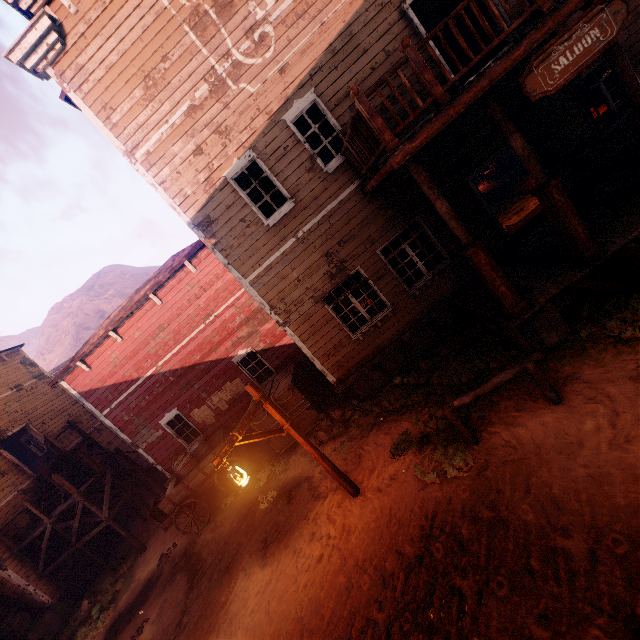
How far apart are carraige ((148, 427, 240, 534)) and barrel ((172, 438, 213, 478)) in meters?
0.0

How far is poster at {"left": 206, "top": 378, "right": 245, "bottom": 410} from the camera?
12.5 meters

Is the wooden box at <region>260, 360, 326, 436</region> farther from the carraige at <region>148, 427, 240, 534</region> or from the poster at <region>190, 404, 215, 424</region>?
the poster at <region>190, 404, 215, 424</region>

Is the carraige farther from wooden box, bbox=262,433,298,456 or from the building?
wooden box, bbox=262,433,298,456

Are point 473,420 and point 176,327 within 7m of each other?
no

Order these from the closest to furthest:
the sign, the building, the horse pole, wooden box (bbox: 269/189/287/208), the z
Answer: the z → the sign → the horse pole → the building → wooden box (bbox: 269/189/287/208)

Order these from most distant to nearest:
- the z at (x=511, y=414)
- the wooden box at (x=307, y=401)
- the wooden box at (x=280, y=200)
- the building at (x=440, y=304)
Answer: the wooden box at (x=307, y=401) < the wooden box at (x=280, y=200) < the building at (x=440, y=304) < the z at (x=511, y=414)

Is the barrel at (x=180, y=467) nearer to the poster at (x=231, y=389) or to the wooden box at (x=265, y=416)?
the poster at (x=231, y=389)
